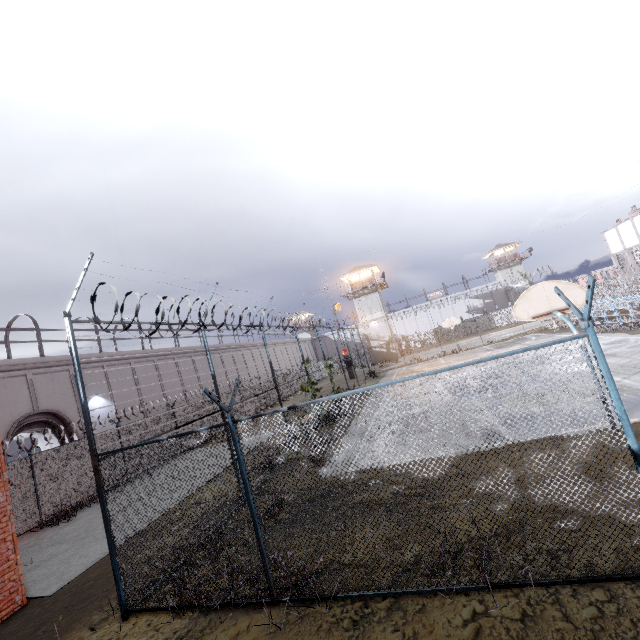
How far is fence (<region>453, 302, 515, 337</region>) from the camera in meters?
54.2 m

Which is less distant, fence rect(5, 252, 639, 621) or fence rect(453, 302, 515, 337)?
fence rect(5, 252, 639, 621)

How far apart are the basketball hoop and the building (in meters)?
39.61

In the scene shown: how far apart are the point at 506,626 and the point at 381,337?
45.9m

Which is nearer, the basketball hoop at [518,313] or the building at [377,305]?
the basketball hoop at [518,313]

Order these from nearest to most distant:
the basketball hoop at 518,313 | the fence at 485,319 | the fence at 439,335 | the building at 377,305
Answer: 1. the basketball hoop at 518,313
2. the building at 377,305
3. the fence at 485,319
4. the fence at 439,335

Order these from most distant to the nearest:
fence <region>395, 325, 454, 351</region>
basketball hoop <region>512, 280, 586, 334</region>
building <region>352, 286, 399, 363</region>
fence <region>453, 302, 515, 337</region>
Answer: fence <region>395, 325, 454, 351</region> < fence <region>453, 302, 515, 337</region> < building <region>352, 286, 399, 363</region> < basketball hoop <region>512, 280, 586, 334</region>
